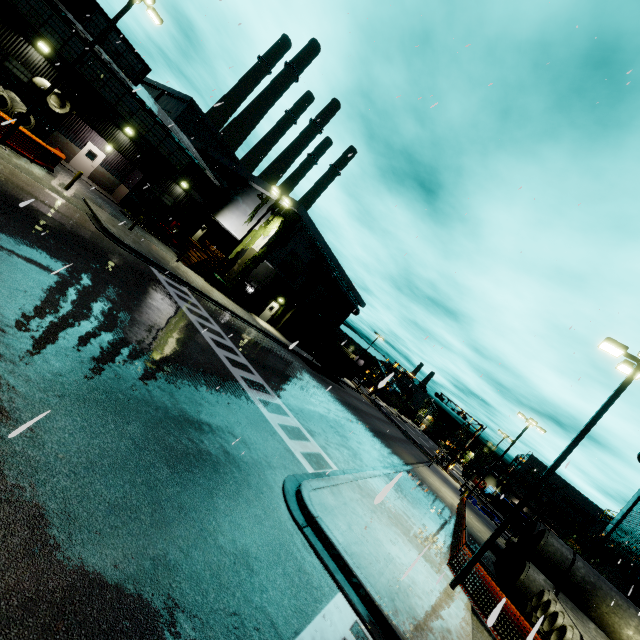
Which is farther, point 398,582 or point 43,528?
point 398,582

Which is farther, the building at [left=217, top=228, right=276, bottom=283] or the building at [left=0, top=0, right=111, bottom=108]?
the building at [left=217, top=228, right=276, bottom=283]

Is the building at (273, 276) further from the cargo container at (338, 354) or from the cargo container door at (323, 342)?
the cargo container door at (323, 342)

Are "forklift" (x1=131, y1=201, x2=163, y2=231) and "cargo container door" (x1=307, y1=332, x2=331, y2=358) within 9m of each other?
no

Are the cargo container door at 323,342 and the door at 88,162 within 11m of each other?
no

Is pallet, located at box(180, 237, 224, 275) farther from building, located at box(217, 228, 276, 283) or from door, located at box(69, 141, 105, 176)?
door, located at box(69, 141, 105, 176)

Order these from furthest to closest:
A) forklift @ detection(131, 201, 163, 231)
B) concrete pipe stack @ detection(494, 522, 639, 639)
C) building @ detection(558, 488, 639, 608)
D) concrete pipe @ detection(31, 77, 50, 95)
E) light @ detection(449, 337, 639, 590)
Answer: forklift @ detection(131, 201, 163, 231) → building @ detection(558, 488, 639, 608) → concrete pipe @ detection(31, 77, 50, 95) → concrete pipe stack @ detection(494, 522, 639, 639) → light @ detection(449, 337, 639, 590)

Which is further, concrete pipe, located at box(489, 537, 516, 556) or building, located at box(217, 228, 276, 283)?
building, located at box(217, 228, 276, 283)
